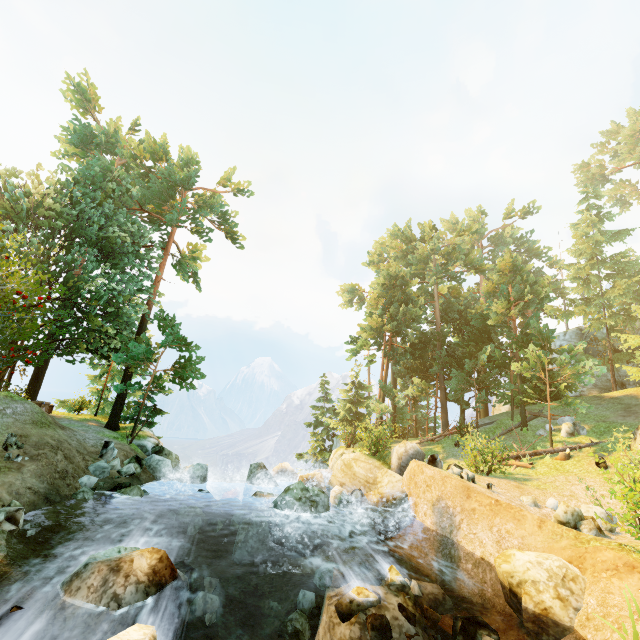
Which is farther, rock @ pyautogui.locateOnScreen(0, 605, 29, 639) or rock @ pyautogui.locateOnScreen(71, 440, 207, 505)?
rock @ pyautogui.locateOnScreen(71, 440, 207, 505)

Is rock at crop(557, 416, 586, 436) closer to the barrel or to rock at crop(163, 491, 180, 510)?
the barrel

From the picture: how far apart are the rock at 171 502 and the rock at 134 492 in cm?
116

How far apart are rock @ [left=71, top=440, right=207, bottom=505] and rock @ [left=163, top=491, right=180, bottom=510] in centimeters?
116cm

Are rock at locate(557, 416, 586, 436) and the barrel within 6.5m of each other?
no

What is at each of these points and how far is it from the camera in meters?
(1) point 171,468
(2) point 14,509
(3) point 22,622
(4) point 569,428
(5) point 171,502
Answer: (1) rock, 16.7
(2) rock, 8.5
(3) rock, 5.5
(4) rock, 20.7
(5) rock, 14.5

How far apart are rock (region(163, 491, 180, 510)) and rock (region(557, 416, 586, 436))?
23.1m

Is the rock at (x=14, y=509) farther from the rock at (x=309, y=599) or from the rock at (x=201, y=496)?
the rock at (x=309, y=599)
